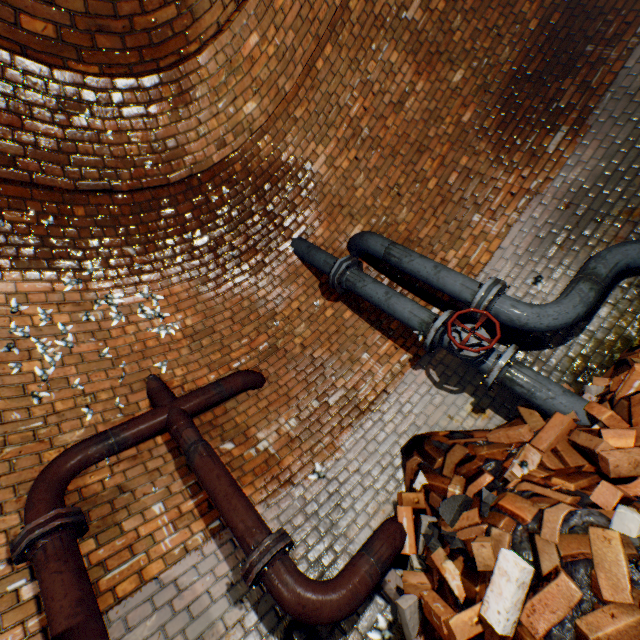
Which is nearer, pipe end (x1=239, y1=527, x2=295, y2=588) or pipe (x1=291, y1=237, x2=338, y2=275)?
pipe end (x1=239, y1=527, x2=295, y2=588)

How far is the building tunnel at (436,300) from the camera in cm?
394

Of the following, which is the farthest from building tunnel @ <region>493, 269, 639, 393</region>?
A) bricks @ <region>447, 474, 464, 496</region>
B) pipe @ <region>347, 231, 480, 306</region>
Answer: bricks @ <region>447, 474, 464, 496</region>

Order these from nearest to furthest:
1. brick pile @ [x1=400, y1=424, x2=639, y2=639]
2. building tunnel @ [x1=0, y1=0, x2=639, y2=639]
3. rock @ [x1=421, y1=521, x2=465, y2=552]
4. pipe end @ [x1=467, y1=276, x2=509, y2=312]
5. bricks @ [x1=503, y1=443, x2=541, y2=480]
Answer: bricks @ [x1=503, y1=443, x2=541, y2=480], brick pile @ [x1=400, y1=424, x2=639, y2=639], rock @ [x1=421, y1=521, x2=465, y2=552], building tunnel @ [x1=0, y1=0, x2=639, y2=639], pipe end @ [x1=467, y1=276, x2=509, y2=312]

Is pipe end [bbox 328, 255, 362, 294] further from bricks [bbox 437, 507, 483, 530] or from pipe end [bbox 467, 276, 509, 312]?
bricks [bbox 437, 507, 483, 530]

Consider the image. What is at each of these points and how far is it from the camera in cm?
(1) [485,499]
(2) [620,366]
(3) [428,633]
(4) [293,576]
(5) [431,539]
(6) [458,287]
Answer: (1) rock, 195
(2) brick pile, 288
(3) brick pile, 198
(4) pipe, 206
(5) rock, 212
(6) pipe, 321

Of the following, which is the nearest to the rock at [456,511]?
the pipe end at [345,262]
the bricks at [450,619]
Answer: the bricks at [450,619]

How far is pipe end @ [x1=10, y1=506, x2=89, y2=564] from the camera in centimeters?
193cm
